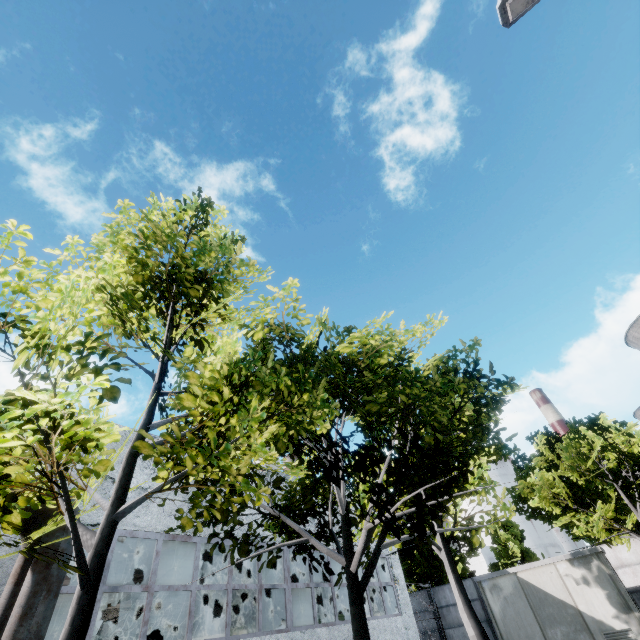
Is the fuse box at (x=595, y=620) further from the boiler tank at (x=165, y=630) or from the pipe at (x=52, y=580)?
the boiler tank at (x=165, y=630)

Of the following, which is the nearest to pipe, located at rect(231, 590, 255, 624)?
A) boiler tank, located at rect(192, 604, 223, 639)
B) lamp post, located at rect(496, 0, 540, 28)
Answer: boiler tank, located at rect(192, 604, 223, 639)

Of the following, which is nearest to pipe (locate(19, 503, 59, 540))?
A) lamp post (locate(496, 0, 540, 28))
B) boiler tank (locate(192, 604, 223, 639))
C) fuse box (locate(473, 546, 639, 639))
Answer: fuse box (locate(473, 546, 639, 639))

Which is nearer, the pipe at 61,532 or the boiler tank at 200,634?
the pipe at 61,532

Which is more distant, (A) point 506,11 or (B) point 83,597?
(A) point 506,11

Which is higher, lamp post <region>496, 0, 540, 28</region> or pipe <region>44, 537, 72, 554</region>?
lamp post <region>496, 0, 540, 28</region>

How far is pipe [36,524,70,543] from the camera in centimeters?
600cm

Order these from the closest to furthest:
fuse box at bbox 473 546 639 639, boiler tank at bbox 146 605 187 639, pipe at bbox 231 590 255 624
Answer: pipe at bbox 231 590 255 624
fuse box at bbox 473 546 639 639
boiler tank at bbox 146 605 187 639
